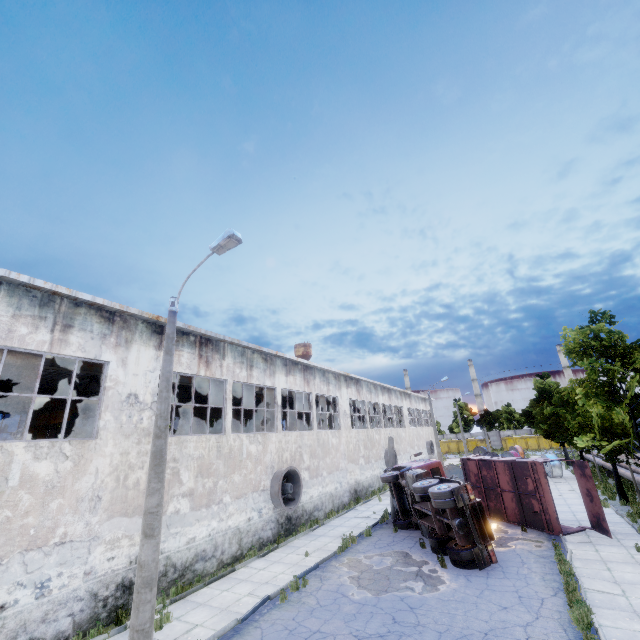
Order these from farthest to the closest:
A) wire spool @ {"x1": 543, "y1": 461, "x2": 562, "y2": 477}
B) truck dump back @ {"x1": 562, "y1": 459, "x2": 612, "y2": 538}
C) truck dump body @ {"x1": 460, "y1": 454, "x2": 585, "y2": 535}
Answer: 1. wire spool @ {"x1": 543, "y1": 461, "x2": 562, "y2": 477}
2. truck dump body @ {"x1": 460, "y1": 454, "x2": 585, "y2": 535}
3. truck dump back @ {"x1": 562, "y1": 459, "x2": 612, "y2": 538}

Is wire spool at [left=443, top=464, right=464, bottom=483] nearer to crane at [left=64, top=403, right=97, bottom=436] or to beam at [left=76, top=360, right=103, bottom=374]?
beam at [left=76, top=360, right=103, bottom=374]

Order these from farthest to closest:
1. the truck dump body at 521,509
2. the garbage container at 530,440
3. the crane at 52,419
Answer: the garbage container at 530,440 → the crane at 52,419 → the truck dump body at 521,509

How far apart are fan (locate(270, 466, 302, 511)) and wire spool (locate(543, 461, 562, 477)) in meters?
24.9 m

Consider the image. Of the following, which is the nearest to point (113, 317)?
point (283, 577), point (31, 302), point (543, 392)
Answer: point (31, 302)

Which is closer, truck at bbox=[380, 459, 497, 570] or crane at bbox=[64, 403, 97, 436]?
truck at bbox=[380, 459, 497, 570]

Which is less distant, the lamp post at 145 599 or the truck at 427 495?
the lamp post at 145 599

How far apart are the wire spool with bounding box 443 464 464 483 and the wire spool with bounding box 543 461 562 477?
9.30m
